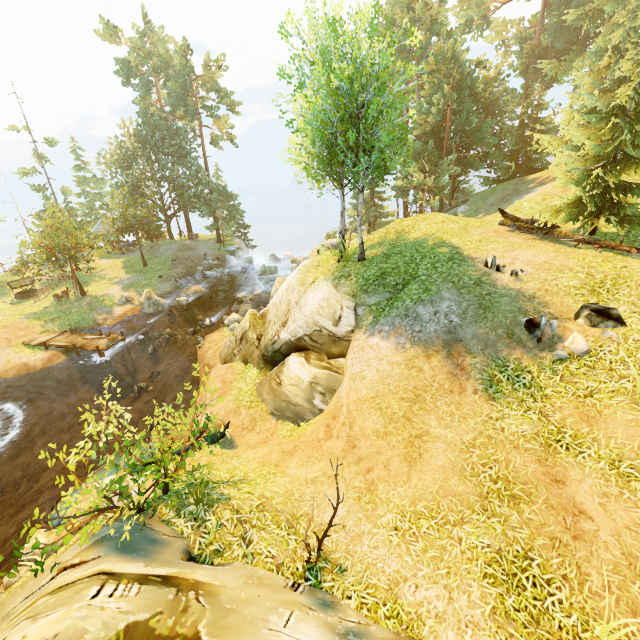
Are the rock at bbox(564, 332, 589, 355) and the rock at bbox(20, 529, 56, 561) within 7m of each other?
no

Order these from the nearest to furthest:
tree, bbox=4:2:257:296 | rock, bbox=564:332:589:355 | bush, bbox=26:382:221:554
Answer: bush, bbox=26:382:221:554, rock, bbox=564:332:589:355, tree, bbox=4:2:257:296

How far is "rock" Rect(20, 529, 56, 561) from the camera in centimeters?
675cm

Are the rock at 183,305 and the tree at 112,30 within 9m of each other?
no

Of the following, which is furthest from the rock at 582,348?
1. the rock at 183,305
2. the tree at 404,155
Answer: the rock at 183,305

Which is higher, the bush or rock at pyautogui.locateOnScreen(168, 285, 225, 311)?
the bush

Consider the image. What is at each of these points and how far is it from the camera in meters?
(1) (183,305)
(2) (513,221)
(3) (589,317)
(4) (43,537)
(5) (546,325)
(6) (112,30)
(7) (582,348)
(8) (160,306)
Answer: (1) rock, 27.7
(2) log, 15.6
(3) rock, 8.1
(4) rock, 6.9
(5) rock, 8.2
(6) tree, 35.6
(7) rock, 7.6
(8) rock, 26.6

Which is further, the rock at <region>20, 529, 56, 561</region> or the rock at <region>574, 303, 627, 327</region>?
the rock at <region>574, 303, 627, 327</region>
